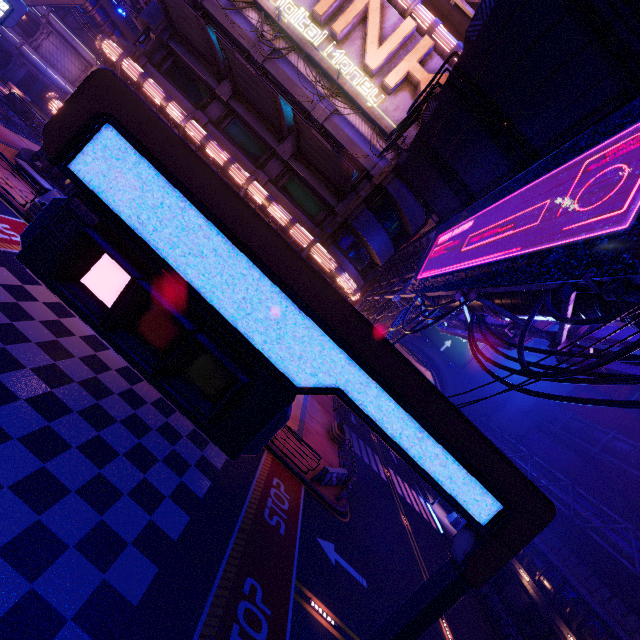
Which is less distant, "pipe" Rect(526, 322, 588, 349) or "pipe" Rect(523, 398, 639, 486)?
"pipe" Rect(526, 322, 588, 349)

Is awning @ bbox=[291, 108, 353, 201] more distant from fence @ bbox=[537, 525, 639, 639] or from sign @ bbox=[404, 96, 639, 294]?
fence @ bbox=[537, 525, 639, 639]

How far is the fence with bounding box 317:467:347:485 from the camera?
17.09m

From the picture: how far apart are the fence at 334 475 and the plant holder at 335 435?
5.1m

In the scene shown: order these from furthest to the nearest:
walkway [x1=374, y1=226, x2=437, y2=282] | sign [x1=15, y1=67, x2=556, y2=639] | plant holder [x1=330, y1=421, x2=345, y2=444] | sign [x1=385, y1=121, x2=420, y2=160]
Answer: plant holder [x1=330, y1=421, x2=345, y2=444] → walkway [x1=374, y1=226, x2=437, y2=282] → sign [x1=385, y1=121, x2=420, y2=160] → sign [x1=15, y1=67, x2=556, y2=639]

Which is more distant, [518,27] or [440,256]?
[440,256]

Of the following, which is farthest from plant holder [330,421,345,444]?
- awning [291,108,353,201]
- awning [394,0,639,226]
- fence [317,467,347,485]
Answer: awning [394,0,639,226]

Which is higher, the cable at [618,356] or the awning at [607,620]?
the cable at [618,356]
